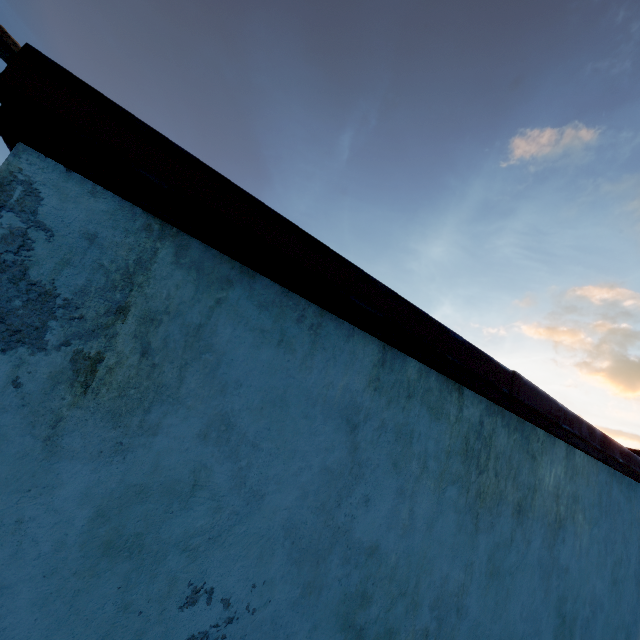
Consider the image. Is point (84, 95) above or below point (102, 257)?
above
